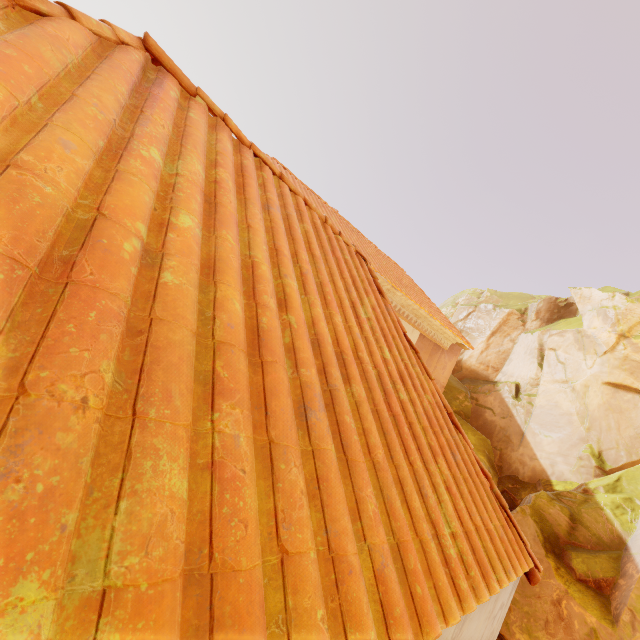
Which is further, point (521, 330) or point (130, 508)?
point (521, 330)
